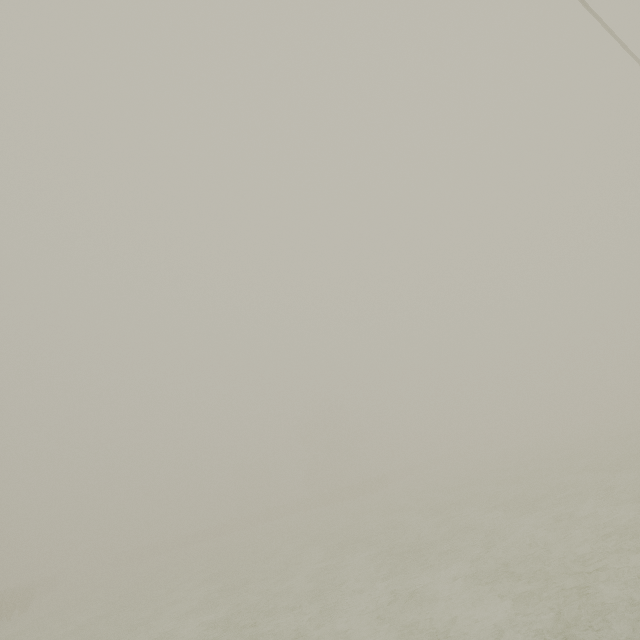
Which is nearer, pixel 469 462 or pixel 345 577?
pixel 345 577
